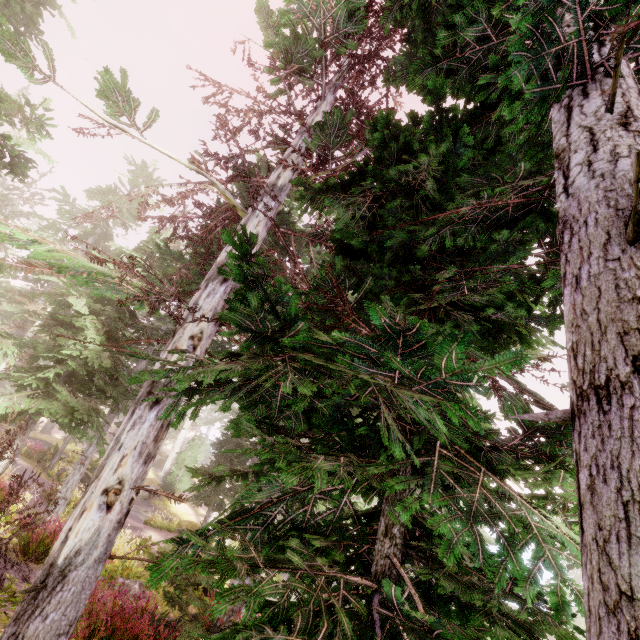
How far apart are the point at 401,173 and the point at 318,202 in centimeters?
95cm
